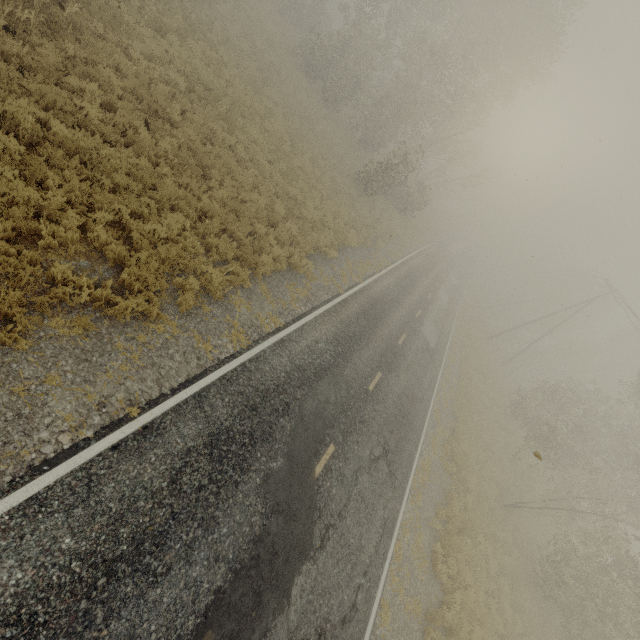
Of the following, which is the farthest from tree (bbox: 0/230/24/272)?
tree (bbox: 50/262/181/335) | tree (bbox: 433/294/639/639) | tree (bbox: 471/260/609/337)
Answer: tree (bbox: 471/260/609/337)

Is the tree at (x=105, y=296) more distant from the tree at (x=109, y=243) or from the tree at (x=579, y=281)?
the tree at (x=579, y=281)

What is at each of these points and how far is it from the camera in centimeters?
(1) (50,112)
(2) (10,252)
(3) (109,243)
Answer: (1) tree, 756cm
(2) tree, 575cm
(3) tree, 721cm

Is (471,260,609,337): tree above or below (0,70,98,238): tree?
above

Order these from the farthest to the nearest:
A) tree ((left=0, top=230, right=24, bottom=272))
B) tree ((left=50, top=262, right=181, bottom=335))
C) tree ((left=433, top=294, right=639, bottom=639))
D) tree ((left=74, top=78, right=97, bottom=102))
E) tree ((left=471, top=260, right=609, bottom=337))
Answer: tree ((left=471, top=260, right=609, bottom=337)) → tree ((left=433, top=294, right=639, bottom=639)) → tree ((left=74, top=78, right=97, bottom=102)) → tree ((left=50, top=262, right=181, bottom=335)) → tree ((left=0, top=230, right=24, bottom=272))

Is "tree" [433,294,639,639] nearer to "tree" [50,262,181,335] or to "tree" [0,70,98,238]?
"tree" [0,70,98,238]

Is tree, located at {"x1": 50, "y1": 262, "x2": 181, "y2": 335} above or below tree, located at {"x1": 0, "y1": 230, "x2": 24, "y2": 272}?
above

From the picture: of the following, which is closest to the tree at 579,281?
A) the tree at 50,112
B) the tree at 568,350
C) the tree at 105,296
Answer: the tree at 568,350
